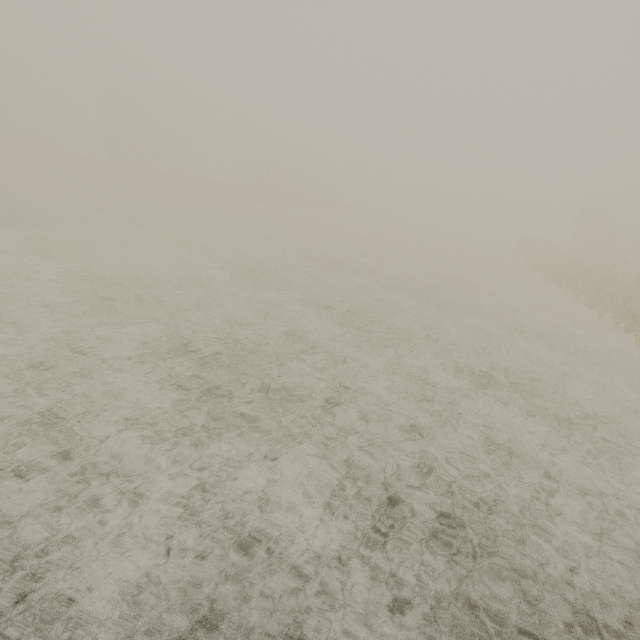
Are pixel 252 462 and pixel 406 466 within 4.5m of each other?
yes
